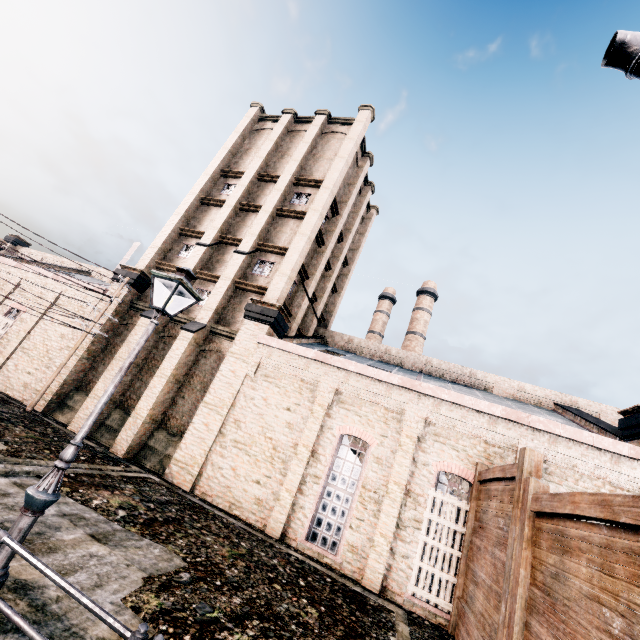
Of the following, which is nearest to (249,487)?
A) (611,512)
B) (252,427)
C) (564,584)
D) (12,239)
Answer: (252,427)

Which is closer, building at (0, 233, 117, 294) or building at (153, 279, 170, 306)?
building at (153, 279, 170, 306)

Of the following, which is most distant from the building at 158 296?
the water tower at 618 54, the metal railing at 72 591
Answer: the metal railing at 72 591

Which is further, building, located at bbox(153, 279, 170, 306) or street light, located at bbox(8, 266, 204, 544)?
building, located at bbox(153, 279, 170, 306)

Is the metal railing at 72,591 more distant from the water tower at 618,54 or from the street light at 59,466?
the water tower at 618,54

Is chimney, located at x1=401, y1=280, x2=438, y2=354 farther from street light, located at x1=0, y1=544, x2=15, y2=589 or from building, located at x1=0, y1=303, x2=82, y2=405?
street light, located at x1=0, y1=544, x2=15, y2=589

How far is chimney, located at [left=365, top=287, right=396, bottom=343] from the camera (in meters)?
44.84
